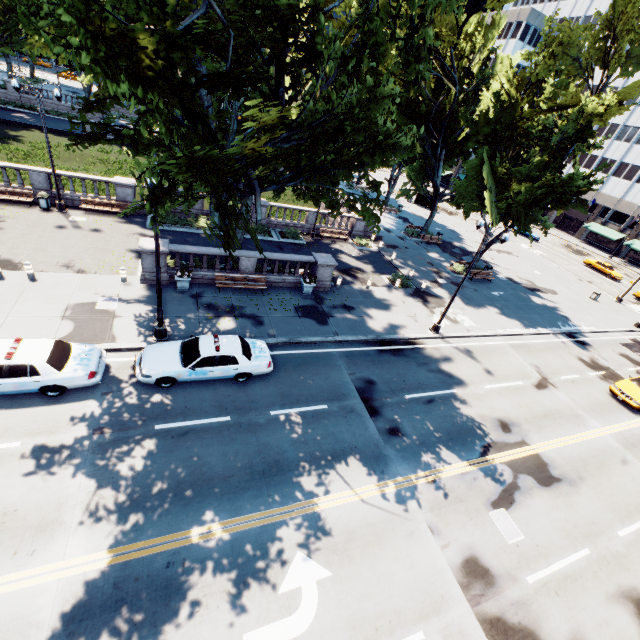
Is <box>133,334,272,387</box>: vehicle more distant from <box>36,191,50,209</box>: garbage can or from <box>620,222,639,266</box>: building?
<box>620,222,639,266</box>: building

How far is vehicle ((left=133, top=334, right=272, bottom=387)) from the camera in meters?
12.3

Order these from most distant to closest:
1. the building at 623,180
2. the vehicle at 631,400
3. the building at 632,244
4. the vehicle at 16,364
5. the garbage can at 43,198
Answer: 1. the building at 623,180
2. the building at 632,244
3. the garbage can at 43,198
4. the vehicle at 631,400
5. the vehicle at 16,364

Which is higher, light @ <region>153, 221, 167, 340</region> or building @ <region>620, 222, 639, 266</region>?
building @ <region>620, 222, 639, 266</region>

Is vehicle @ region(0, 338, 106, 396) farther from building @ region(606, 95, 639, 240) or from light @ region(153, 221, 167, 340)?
building @ region(606, 95, 639, 240)

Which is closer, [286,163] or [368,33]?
[368,33]

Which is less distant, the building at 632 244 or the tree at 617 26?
the tree at 617 26
